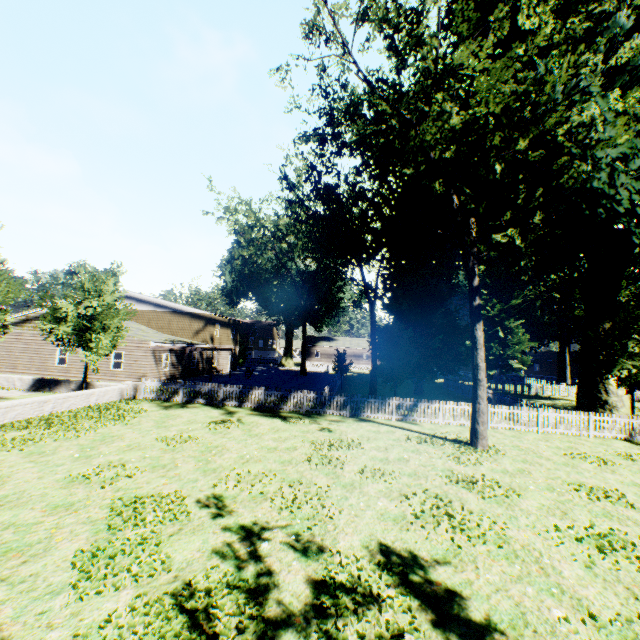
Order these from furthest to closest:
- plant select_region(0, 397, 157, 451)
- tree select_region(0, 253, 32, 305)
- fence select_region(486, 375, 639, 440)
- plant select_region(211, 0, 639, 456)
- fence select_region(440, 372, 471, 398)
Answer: fence select_region(440, 372, 471, 398)
fence select_region(486, 375, 639, 440)
tree select_region(0, 253, 32, 305)
plant select_region(0, 397, 157, 451)
plant select_region(211, 0, 639, 456)

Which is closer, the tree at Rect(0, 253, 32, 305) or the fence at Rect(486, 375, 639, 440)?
the tree at Rect(0, 253, 32, 305)

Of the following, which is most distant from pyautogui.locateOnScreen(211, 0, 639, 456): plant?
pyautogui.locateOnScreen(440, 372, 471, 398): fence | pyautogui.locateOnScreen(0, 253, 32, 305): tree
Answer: pyautogui.locateOnScreen(0, 253, 32, 305): tree

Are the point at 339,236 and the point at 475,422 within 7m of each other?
no

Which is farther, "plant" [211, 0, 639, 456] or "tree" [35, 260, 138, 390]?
"tree" [35, 260, 138, 390]

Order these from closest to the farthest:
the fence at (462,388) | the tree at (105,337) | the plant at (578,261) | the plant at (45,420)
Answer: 1. the plant at (578,261)
2. the plant at (45,420)
3. the tree at (105,337)
4. the fence at (462,388)

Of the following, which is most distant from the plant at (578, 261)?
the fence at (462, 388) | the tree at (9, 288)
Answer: the tree at (9, 288)
